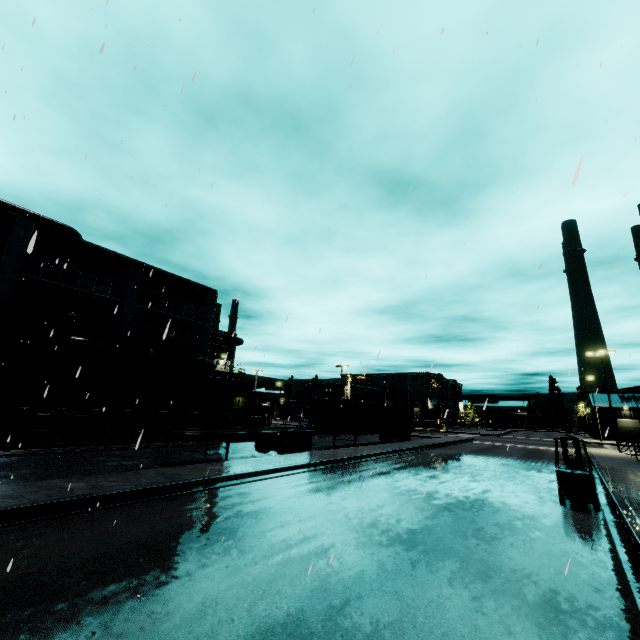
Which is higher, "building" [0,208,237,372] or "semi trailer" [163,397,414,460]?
"building" [0,208,237,372]

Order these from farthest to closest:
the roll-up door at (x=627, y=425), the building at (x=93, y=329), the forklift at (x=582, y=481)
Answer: the roll-up door at (x=627, y=425) → the building at (x=93, y=329) → the forklift at (x=582, y=481)

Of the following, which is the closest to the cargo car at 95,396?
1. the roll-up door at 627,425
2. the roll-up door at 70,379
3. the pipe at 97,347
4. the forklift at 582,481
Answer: the pipe at 97,347

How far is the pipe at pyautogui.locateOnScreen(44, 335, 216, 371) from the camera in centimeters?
2341cm

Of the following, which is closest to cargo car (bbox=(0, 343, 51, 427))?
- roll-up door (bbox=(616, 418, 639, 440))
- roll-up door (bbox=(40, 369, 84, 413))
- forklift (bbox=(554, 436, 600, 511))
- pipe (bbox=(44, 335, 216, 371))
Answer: pipe (bbox=(44, 335, 216, 371))

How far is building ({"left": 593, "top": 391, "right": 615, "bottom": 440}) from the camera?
53.5 meters

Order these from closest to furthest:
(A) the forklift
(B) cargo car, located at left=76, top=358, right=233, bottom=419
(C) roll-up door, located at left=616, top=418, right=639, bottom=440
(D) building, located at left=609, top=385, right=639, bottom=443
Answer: (A) the forklift, (B) cargo car, located at left=76, top=358, right=233, bottom=419, (D) building, located at left=609, top=385, right=639, bottom=443, (C) roll-up door, located at left=616, top=418, right=639, bottom=440

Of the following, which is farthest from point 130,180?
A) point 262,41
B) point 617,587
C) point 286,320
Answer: point 617,587
